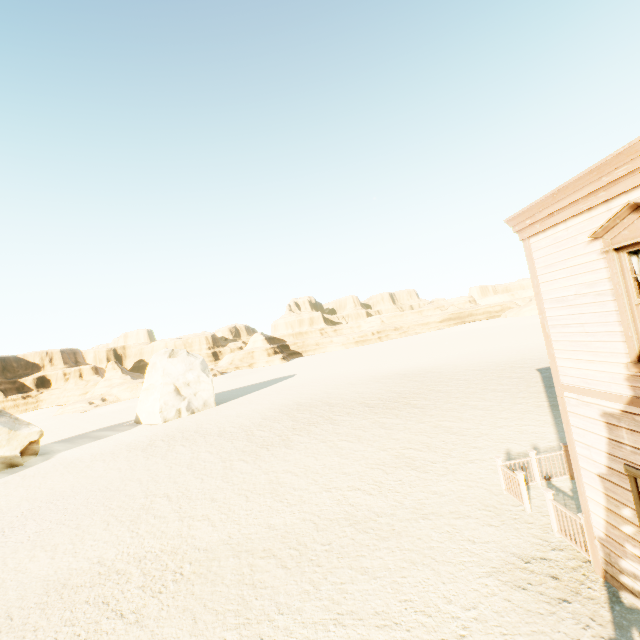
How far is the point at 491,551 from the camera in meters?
7.2 m

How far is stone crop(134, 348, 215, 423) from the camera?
31.8m

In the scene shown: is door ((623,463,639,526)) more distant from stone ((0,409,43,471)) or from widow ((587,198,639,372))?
stone ((0,409,43,471))

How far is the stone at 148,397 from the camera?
31.80m

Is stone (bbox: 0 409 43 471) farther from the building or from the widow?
the widow

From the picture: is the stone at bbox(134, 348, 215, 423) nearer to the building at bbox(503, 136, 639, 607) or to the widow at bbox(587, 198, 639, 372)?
the building at bbox(503, 136, 639, 607)

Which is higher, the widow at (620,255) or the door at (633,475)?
the widow at (620,255)

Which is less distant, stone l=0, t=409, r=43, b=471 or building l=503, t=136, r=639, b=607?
building l=503, t=136, r=639, b=607
